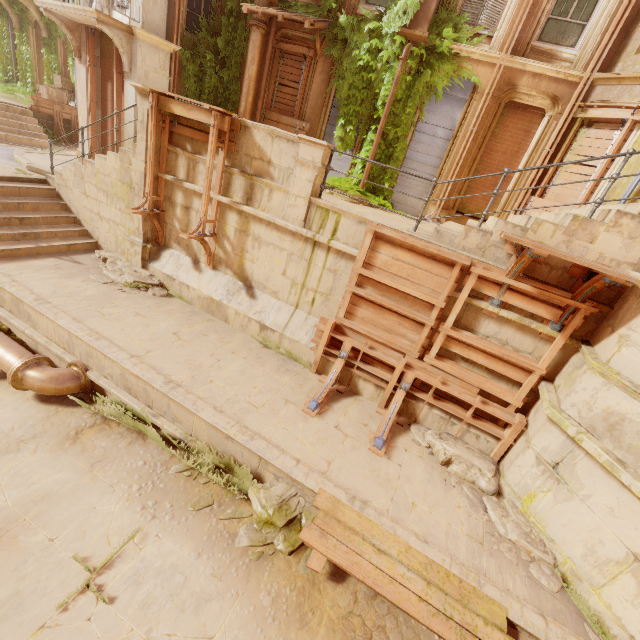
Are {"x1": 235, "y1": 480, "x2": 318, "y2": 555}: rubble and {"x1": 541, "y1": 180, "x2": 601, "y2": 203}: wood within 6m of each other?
no

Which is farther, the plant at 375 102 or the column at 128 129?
the column at 128 129

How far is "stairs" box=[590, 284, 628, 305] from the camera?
5.1 meters

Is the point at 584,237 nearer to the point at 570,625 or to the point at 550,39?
the point at 570,625

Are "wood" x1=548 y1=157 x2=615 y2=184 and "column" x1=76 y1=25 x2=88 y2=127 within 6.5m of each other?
no

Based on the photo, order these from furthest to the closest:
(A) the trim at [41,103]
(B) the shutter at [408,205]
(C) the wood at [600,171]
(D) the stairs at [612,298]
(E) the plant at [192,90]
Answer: (A) the trim at [41,103] → (B) the shutter at [408,205] → (E) the plant at [192,90] → (C) the wood at [600,171] → (D) the stairs at [612,298]

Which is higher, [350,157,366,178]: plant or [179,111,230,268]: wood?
[350,157,366,178]: plant

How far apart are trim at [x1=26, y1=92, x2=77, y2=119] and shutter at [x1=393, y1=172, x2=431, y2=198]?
15.9m
